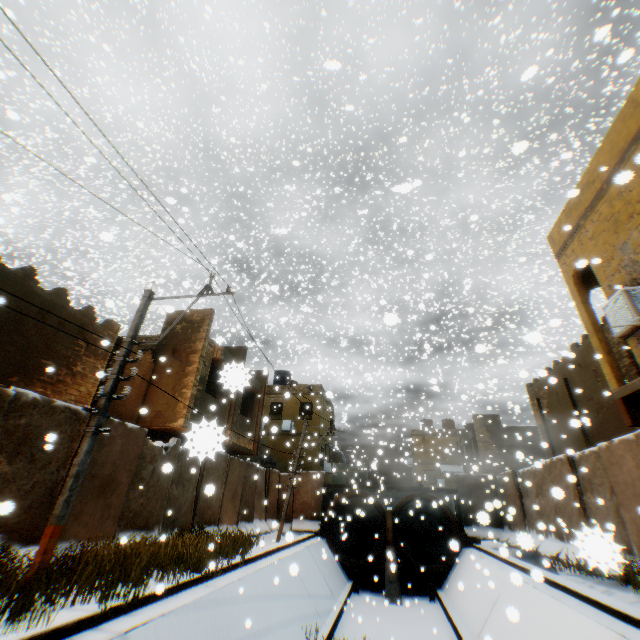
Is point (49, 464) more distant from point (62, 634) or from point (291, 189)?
Answer: point (291, 189)

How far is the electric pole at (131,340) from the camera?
7.41m

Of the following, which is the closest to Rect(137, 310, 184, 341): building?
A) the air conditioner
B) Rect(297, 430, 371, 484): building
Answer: the air conditioner

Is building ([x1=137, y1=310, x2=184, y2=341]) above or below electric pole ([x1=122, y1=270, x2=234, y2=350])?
above

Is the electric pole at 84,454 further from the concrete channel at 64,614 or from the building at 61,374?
the building at 61,374

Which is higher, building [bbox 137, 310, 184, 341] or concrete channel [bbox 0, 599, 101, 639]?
building [bbox 137, 310, 184, 341]

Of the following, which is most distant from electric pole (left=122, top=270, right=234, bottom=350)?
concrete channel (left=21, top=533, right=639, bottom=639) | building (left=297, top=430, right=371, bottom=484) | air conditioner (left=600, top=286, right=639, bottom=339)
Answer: building (left=297, top=430, right=371, bottom=484)

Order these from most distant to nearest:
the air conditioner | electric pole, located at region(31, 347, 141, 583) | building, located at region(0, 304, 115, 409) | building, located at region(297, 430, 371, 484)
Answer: building, located at region(297, 430, 371, 484) < building, located at region(0, 304, 115, 409) < the air conditioner < electric pole, located at region(31, 347, 141, 583)
